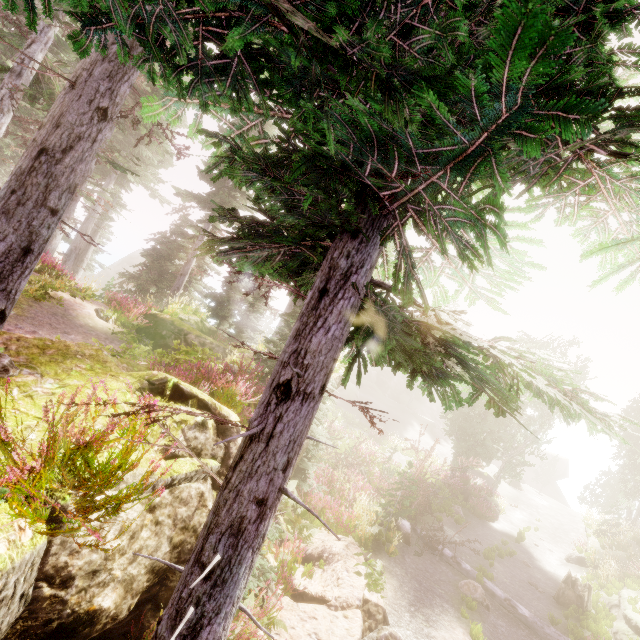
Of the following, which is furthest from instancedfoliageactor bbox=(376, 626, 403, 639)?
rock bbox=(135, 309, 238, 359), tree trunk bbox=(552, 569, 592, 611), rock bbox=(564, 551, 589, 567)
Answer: rock bbox=(564, 551, 589, 567)

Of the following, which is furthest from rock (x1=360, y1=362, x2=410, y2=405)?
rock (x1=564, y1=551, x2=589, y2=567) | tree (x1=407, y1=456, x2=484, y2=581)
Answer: rock (x1=564, y1=551, x2=589, y2=567)

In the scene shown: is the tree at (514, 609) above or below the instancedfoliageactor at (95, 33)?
below

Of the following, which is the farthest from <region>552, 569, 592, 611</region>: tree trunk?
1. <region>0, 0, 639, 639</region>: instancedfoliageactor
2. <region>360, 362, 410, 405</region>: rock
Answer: <region>360, 362, 410, 405</region>: rock

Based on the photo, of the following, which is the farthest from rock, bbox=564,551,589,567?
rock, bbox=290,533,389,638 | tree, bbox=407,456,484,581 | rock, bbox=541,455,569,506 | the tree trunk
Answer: rock, bbox=541,455,569,506

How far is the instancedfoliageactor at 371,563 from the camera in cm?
826

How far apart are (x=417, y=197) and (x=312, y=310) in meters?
1.8 m
